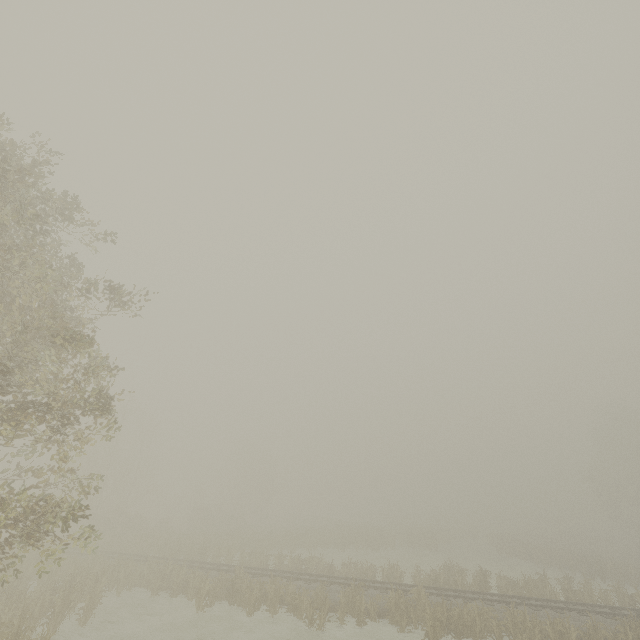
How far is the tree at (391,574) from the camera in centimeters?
2317cm

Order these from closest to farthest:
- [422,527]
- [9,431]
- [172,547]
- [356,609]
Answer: [9,431] → [356,609] → [172,547] → [422,527]

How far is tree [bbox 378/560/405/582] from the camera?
23.17m
